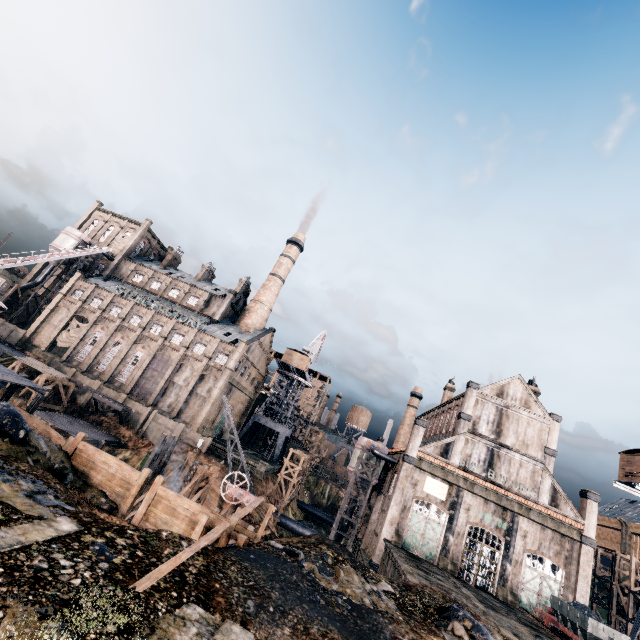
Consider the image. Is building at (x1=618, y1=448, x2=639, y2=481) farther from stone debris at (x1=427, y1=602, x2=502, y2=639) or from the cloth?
the cloth

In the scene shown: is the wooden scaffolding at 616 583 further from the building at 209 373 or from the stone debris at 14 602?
the stone debris at 14 602

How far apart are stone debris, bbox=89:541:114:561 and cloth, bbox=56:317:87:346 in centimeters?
5840cm

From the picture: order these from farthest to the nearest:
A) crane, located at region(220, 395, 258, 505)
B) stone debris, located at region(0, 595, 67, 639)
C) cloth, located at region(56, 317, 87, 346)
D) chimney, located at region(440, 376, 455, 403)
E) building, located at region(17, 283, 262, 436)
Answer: cloth, located at region(56, 317, 87, 346), chimney, located at region(440, 376, 455, 403), building, located at region(17, 283, 262, 436), crane, located at region(220, 395, 258, 505), stone debris, located at region(0, 595, 67, 639)

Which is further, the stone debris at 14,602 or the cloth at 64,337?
Answer: the cloth at 64,337

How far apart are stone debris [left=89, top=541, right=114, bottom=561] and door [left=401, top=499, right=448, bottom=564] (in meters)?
33.55

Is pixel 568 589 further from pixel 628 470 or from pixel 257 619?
pixel 257 619

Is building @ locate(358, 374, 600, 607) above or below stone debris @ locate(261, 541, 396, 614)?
above
